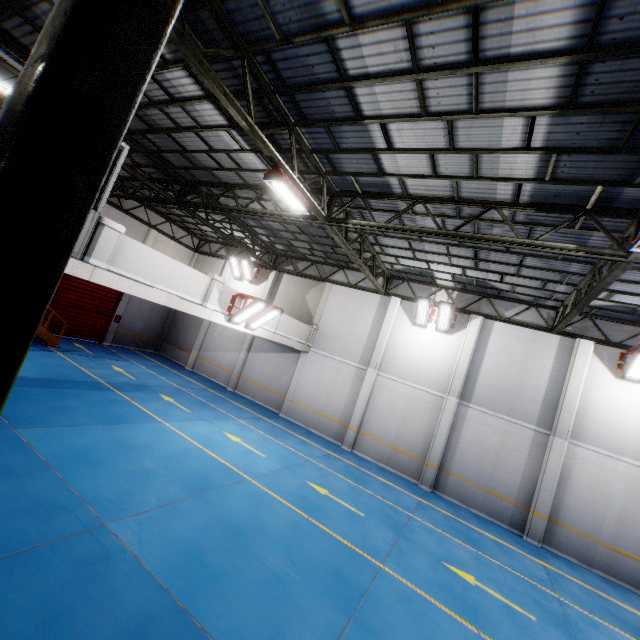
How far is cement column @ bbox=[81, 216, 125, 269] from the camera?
7.68m

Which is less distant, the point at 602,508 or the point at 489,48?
the point at 489,48

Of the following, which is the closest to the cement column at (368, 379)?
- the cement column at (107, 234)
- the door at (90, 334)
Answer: the cement column at (107, 234)

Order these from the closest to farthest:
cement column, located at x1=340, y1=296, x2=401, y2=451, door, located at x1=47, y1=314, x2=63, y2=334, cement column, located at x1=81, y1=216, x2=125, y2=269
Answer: cement column, located at x1=81, y1=216, x2=125, y2=269 → cement column, located at x1=340, y1=296, x2=401, y2=451 → door, located at x1=47, y1=314, x2=63, y2=334

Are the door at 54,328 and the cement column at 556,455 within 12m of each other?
no

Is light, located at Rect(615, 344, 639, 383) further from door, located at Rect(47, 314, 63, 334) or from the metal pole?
door, located at Rect(47, 314, 63, 334)

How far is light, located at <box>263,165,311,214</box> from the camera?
7.9 meters

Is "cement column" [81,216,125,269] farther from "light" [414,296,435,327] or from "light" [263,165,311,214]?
"light" [414,296,435,327]
